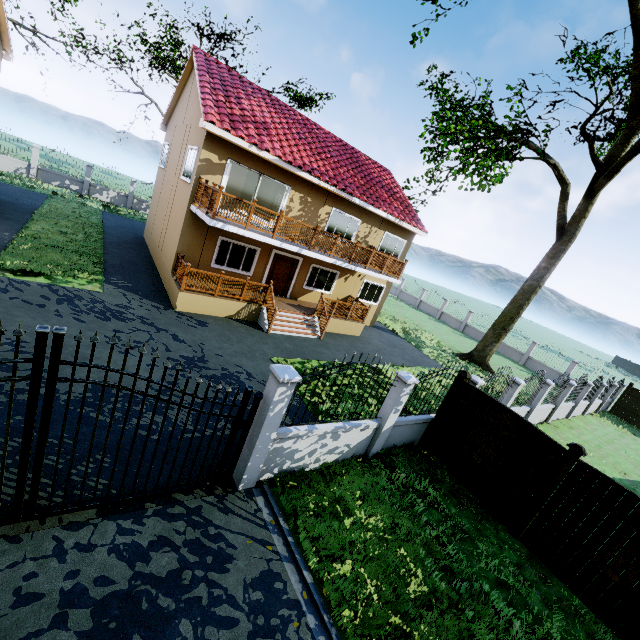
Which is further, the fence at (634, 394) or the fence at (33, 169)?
the fence at (33, 169)

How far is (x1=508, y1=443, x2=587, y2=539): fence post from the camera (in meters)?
6.55

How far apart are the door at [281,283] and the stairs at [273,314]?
1.9m

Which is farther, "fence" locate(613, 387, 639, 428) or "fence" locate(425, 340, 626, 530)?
"fence" locate(613, 387, 639, 428)

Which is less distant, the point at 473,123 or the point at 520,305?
the point at 473,123

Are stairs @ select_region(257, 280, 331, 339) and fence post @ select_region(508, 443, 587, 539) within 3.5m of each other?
no

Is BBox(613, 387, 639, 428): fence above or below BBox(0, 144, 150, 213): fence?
above

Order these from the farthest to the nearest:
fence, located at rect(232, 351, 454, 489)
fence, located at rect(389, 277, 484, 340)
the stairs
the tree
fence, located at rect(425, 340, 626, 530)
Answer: fence, located at rect(389, 277, 484, 340) < the tree < the stairs < fence, located at rect(425, 340, 626, 530) < fence, located at rect(232, 351, 454, 489)
